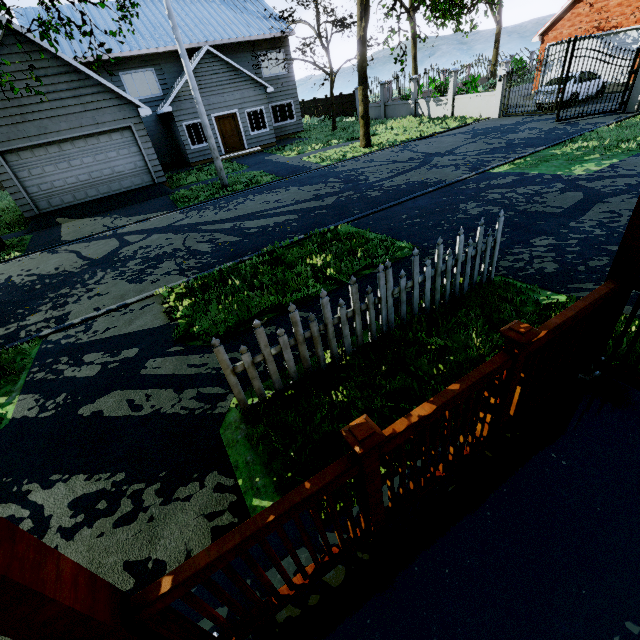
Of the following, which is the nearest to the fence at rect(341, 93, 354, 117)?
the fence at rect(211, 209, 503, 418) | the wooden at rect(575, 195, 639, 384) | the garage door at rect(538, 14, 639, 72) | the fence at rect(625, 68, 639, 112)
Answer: the fence at rect(625, 68, 639, 112)

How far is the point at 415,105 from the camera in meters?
22.6

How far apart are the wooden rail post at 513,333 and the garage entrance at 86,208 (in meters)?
16.40

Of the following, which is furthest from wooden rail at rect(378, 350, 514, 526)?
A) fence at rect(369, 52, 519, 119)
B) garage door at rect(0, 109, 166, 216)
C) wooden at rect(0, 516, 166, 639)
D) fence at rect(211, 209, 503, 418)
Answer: fence at rect(369, 52, 519, 119)

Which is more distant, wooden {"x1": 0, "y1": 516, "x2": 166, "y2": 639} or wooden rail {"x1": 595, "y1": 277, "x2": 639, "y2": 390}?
wooden rail {"x1": 595, "y1": 277, "x2": 639, "y2": 390}

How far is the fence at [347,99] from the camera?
27.81m

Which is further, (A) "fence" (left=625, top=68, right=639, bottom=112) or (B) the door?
(B) the door

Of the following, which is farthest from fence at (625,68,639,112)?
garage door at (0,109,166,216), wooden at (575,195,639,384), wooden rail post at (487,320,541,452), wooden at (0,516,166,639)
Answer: garage door at (0,109,166,216)
